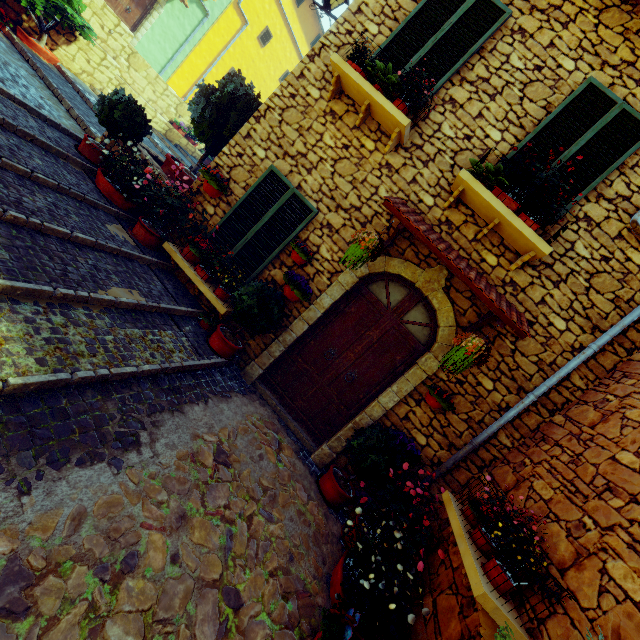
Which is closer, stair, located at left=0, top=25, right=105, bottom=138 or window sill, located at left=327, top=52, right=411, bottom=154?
window sill, located at left=327, top=52, right=411, bottom=154

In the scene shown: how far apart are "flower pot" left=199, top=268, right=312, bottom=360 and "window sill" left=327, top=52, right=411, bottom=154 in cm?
223

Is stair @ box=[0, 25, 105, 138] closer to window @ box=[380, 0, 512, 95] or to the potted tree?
the potted tree

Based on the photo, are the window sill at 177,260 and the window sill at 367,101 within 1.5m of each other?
no

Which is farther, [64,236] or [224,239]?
[224,239]

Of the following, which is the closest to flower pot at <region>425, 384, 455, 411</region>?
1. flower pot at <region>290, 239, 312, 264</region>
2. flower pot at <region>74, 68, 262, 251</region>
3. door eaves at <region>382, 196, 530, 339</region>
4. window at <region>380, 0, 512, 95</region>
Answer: door eaves at <region>382, 196, 530, 339</region>

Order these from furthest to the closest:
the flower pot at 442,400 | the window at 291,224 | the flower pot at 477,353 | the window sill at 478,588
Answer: the window at 291,224 → the flower pot at 442,400 → the flower pot at 477,353 → the window sill at 478,588

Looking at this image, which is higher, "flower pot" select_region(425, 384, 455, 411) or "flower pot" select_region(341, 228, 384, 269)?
"flower pot" select_region(341, 228, 384, 269)
